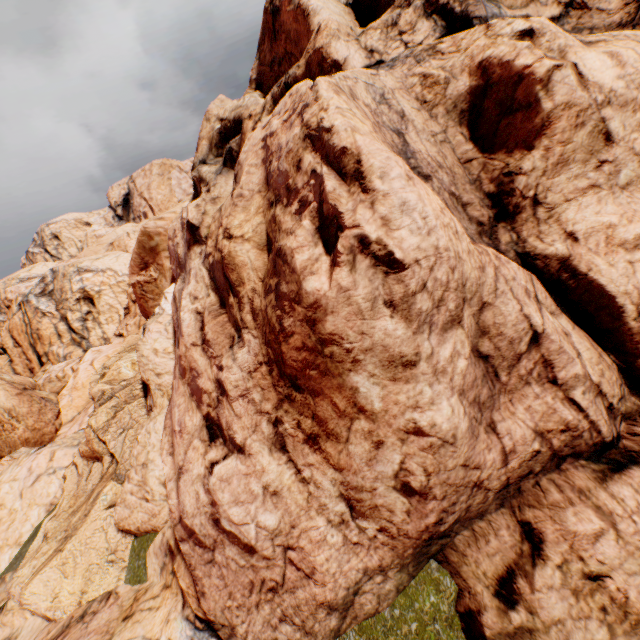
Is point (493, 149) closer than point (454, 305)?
No
